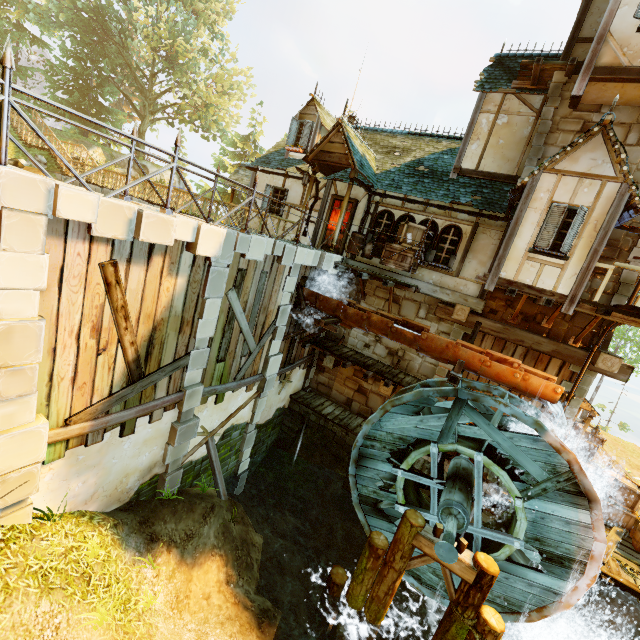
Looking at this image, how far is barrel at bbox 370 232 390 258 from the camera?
11.53m

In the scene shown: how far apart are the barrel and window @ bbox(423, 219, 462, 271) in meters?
0.2

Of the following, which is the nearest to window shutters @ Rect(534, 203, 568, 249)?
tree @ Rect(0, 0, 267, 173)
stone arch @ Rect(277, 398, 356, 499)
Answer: stone arch @ Rect(277, 398, 356, 499)

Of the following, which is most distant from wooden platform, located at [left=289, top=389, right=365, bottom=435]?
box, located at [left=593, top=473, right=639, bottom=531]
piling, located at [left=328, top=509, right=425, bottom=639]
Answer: box, located at [left=593, top=473, right=639, bottom=531]

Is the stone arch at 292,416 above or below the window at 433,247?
below

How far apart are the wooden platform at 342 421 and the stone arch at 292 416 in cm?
10

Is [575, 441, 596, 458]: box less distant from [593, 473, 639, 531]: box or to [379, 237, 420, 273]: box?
[593, 473, 639, 531]: box

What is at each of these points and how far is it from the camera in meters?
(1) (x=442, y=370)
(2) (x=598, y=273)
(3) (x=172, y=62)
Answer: (1) tower, 11.7
(2) tower, 9.6
(3) tree, 29.4
